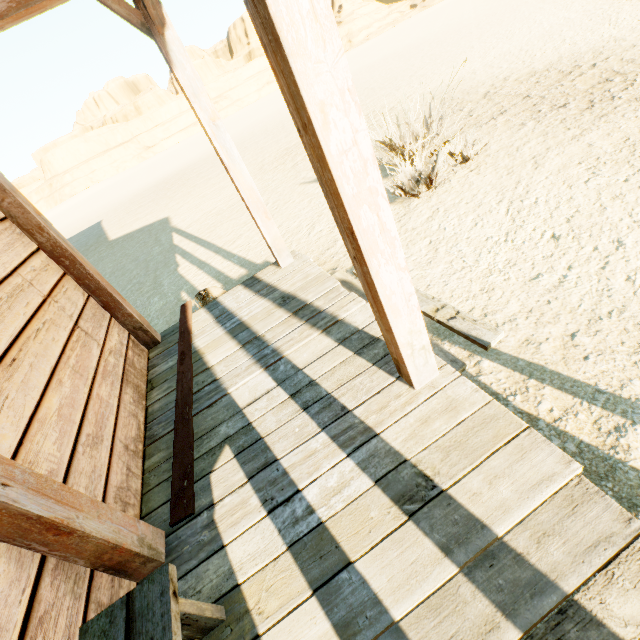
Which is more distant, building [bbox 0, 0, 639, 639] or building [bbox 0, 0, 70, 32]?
building [bbox 0, 0, 70, 32]

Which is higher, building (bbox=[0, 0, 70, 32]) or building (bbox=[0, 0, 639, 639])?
building (bbox=[0, 0, 70, 32])

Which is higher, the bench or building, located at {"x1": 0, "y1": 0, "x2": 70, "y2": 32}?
building, located at {"x1": 0, "y1": 0, "x2": 70, "y2": 32}

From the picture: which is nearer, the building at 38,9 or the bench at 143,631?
the bench at 143,631

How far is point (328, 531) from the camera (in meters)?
1.52

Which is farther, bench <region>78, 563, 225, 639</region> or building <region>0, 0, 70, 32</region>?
building <region>0, 0, 70, 32</region>

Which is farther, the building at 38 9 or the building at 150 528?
the building at 38 9
